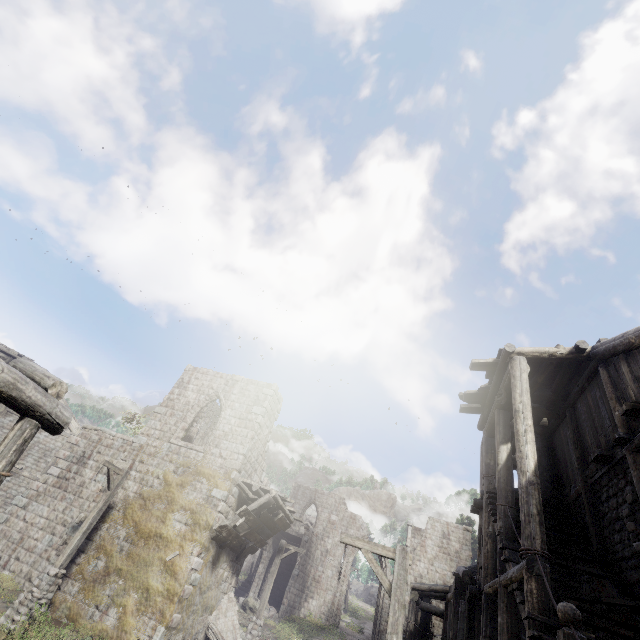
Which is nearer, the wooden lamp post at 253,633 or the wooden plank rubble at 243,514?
the wooden plank rubble at 243,514

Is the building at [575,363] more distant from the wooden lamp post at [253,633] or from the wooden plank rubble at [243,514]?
the wooden lamp post at [253,633]

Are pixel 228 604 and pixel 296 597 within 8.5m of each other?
no

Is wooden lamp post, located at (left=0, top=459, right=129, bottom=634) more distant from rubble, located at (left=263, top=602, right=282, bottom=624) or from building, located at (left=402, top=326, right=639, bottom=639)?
rubble, located at (left=263, top=602, right=282, bottom=624)

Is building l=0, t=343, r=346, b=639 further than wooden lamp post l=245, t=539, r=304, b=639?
No

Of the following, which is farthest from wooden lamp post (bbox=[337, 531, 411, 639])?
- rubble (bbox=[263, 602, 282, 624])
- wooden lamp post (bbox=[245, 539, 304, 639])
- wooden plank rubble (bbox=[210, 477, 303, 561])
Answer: rubble (bbox=[263, 602, 282, 624])

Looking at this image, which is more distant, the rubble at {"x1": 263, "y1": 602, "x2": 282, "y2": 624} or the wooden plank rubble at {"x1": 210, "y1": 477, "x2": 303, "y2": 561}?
the rubble at {"x1": 263, "y1": 602, "x2": 282, "y2": 624}
